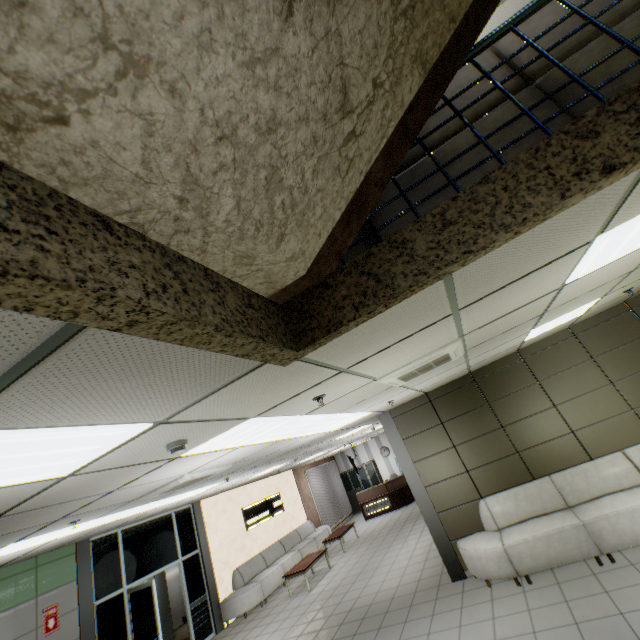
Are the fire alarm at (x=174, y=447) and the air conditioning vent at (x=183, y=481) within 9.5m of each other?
yes

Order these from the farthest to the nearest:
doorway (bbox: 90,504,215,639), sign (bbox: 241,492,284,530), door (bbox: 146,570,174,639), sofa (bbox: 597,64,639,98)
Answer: sign (bbox: 241,492,284,530)
door (bbox: 146,570,174,639)
doorway (bbox: 90,504,215,639)
sofa (bbox: 597,64,639,98)

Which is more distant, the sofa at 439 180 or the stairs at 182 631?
the stairs at 182 631

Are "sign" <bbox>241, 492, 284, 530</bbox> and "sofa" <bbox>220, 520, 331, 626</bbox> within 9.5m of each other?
yes

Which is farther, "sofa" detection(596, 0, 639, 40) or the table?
the table

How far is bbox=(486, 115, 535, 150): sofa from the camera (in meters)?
1.79

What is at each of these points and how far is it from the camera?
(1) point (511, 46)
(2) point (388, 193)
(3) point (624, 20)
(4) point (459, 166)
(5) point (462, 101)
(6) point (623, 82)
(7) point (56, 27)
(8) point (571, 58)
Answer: (1) sofa, 2.0m
(2) sofa, 2.1m
(3) sofa, 1.7m
(4) sofa, 1.9m
(5) sofa, 2.0m
(6) sofa, 1.6m
(7) stairs, 0.6m
(8) sofa, 1.8m

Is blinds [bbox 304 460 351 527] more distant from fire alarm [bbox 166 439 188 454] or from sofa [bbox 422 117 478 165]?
sofa [bbox 422 117 478 165]
